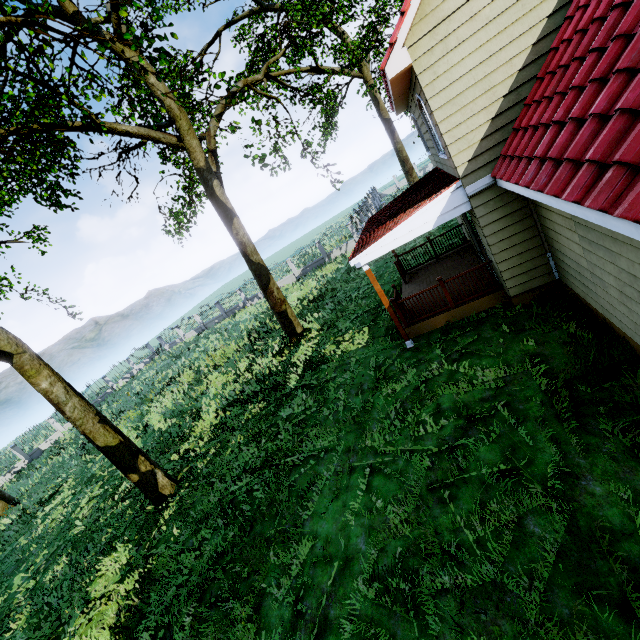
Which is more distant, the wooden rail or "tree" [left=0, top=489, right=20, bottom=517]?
"tree" [left=0, top=489, right=20, bottom=517]

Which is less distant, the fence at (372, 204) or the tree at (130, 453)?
the tree at (130, 453)

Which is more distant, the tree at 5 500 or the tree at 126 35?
the tree at 5 500

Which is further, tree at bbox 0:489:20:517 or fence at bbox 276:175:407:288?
fence at bbox 276:175:407:288

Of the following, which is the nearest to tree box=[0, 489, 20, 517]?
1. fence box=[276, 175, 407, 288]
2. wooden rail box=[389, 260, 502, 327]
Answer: fence box=[276, 175, 407, 288]

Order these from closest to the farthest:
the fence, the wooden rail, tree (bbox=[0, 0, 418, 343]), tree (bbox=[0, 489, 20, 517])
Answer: tree (bbox=[0, 0, 418, 343]), the wooden rail, tree (bbox=[0, 489, 20, 517]), the fence

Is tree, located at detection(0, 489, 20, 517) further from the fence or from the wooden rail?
the wooden rail

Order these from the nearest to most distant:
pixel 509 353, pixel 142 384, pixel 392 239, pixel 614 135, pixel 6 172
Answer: pixel 614 135 → pixel 509 353 → pixel 392 239 → pixel 6 172 → pixel 142 384
